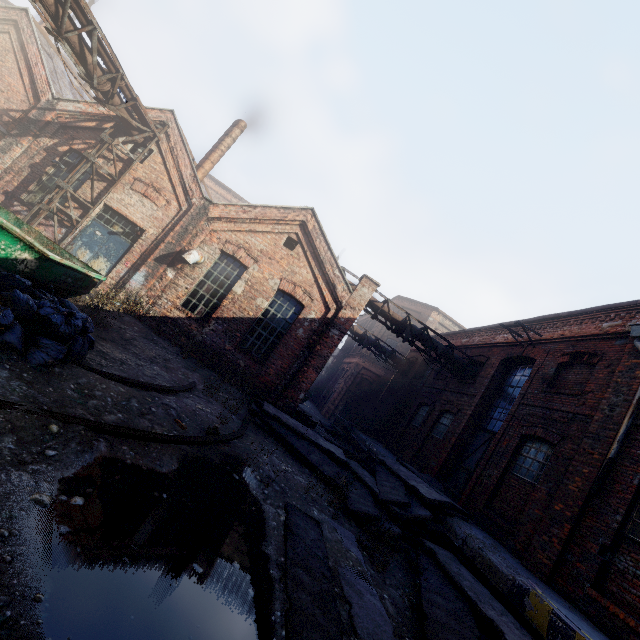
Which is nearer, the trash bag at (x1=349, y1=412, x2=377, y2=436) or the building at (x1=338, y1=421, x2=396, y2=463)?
the building at (x1=338, y1=421, x2=396, y2=463)

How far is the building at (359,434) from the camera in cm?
1481

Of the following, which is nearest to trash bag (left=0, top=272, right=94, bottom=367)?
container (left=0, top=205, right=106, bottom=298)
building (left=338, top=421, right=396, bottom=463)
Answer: container (left=0, top=205, right=106, bottom=298)

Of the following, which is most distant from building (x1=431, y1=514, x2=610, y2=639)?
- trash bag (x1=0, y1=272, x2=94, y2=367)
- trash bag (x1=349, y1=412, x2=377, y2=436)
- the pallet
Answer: trash bag (x1=0, y1=272, x2=94, y2=367)

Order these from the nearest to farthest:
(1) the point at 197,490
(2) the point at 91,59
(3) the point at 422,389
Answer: (1) the point at 197,490 < (2) the point at 91,59 < (3) the point at 422,389

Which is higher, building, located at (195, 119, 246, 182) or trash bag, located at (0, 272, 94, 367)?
building, located at (195, 119, 246, 182)

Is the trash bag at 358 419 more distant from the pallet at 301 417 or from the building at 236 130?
the building at 236 130

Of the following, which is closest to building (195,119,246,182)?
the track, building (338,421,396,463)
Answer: the track
